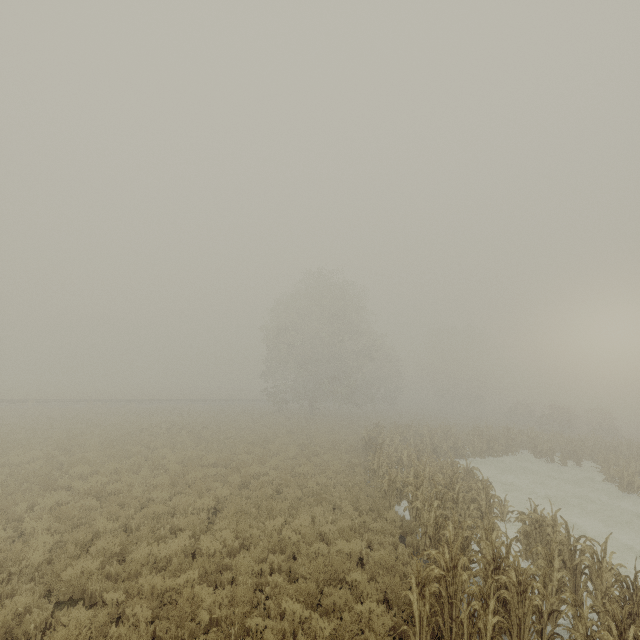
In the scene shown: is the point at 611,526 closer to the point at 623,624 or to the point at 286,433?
the point at 623,624

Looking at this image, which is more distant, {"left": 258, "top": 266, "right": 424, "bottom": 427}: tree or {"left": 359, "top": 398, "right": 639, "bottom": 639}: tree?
{"left": 258, "top": 266, "right": 424, "bottom": 427}: tree

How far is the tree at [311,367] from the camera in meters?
35.0

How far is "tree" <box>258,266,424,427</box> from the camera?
34.97m

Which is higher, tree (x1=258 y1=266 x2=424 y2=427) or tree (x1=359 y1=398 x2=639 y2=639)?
tree (x1=258 y1=266 x2=424 y2=427)

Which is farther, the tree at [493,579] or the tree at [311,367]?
the tree at [311,367]
